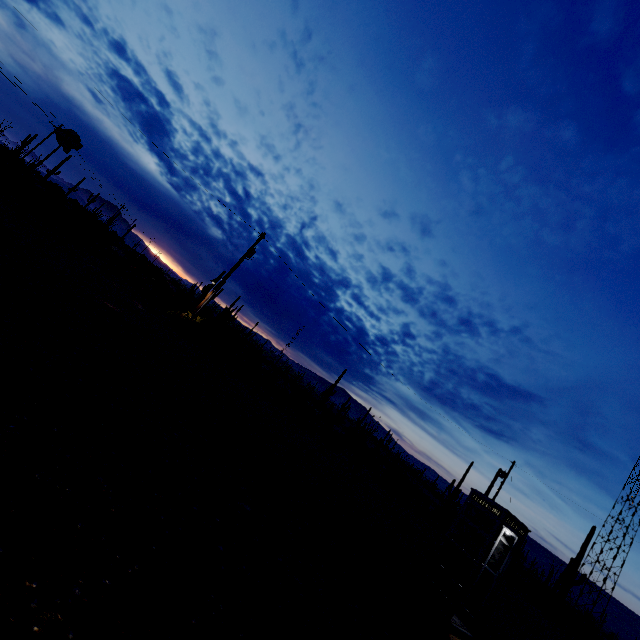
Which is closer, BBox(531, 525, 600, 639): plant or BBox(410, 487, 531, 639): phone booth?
BBox(410, 487, 531, 639): phone booth

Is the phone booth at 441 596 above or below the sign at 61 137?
below

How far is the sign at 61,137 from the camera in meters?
18.1 m

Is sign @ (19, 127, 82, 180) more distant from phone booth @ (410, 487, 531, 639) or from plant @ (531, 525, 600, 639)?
plant @ (531, 525, 600, 639)

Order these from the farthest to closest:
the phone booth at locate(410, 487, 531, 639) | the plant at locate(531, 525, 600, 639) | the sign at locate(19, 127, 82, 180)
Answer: the plant at locate(531, 525, 600, 639) < the sign at locate(19, 127, 82, 180) < the phone booth at locate(410, 487, 531, 639)

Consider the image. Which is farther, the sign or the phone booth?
the sign

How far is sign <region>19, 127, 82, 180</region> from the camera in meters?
18.1

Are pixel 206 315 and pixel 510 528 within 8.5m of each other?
no
